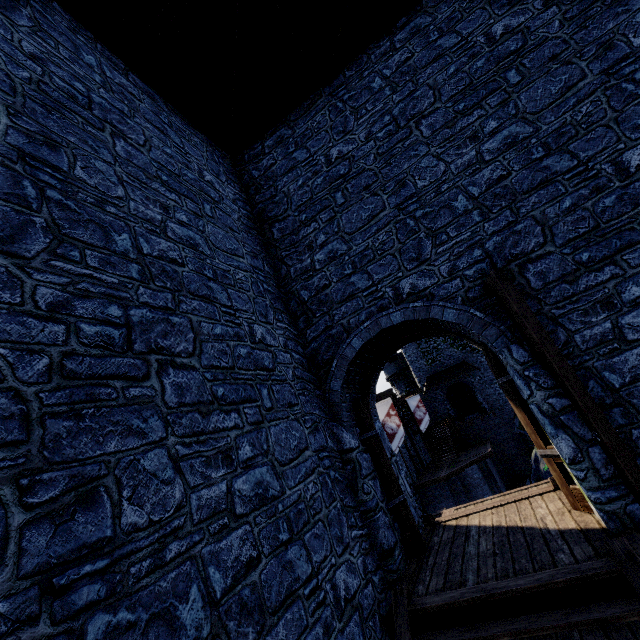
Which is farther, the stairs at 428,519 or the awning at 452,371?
the awning at 452,371

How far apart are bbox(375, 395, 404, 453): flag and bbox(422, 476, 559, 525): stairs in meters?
10.2

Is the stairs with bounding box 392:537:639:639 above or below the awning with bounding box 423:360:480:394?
below

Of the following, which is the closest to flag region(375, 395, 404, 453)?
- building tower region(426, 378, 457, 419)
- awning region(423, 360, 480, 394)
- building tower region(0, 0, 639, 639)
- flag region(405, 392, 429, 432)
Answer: flag region(405, 392, 429, 432)

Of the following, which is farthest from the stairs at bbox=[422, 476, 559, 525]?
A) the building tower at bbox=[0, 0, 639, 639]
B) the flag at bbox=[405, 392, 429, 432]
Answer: the flag at bbox=[405, 392, 429, 432]

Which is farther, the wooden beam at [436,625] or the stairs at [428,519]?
the stairs at [428,519]

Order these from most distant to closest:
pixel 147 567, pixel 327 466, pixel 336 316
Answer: pixel 336 316 < pixel 327 466 < pixel 147 567

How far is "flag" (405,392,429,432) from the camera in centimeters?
2538cm
